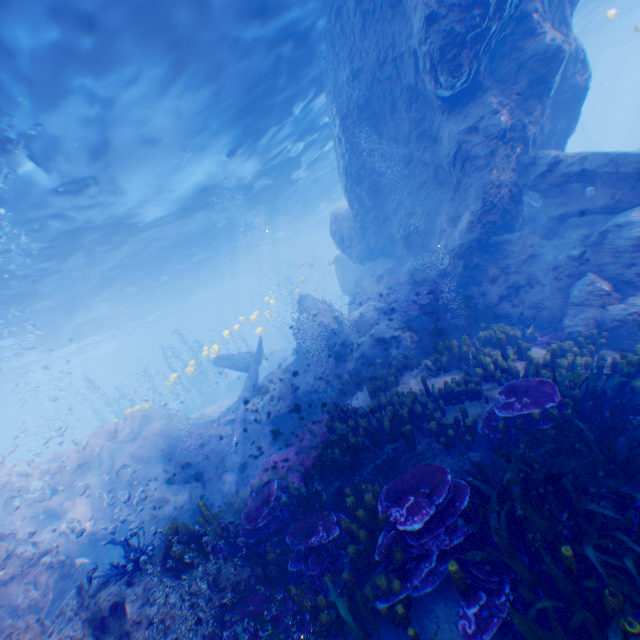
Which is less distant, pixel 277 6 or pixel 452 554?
pixel 452 554

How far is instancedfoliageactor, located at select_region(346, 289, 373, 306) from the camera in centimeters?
1599cm

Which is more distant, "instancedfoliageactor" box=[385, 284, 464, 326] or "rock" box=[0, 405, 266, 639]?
"instancedfoliageactor" box=[385, 284, 464, 326]

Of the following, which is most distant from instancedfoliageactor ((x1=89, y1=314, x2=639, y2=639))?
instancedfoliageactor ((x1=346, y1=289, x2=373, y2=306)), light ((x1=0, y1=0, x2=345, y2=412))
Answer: instancedfoliageactor ((x1=346, y1=289, x2=373, y2=306))

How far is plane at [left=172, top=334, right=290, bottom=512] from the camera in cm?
1290

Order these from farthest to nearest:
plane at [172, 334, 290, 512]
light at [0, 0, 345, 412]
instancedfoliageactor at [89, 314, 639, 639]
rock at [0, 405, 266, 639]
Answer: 1. plane at [172, 334, 290, 512]
2. light at [0, 0, 345, 412]
3. rock at [0, 405, 266, 639]
4. instancedfoliageactor at [89, 314, 639, 639]

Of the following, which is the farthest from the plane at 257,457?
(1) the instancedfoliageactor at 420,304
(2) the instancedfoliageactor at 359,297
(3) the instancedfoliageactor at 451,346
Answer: (1) the instancedfoliageactor at 420,304

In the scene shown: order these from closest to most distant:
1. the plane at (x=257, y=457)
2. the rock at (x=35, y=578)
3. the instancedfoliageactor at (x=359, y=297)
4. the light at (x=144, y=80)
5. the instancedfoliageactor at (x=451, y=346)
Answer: the instancedfoliageactor at (x=451, y=346), the rock at (x=35, y=578), the light at (x=144, y=80), the plane at (x=257, y=457), the instancedfoliageactor at (x=359, y=297)
